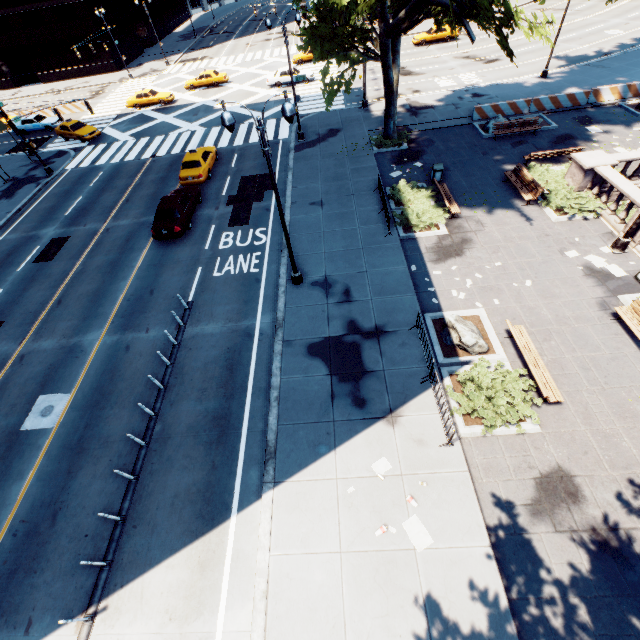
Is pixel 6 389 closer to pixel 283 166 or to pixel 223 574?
pixel 223 574

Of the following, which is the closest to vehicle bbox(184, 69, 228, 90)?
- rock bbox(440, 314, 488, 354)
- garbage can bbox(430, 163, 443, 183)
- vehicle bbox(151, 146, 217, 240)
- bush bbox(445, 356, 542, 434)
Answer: vehicle bbox(151, 146, 217, 240)

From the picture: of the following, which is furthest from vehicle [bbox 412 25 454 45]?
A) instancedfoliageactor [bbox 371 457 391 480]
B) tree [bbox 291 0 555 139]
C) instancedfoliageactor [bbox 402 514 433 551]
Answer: instancedfoliageactor [bbox 402 514 433 551]

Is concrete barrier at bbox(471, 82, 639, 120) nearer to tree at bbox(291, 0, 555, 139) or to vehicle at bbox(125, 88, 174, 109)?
tree at bbox(291, 0, 555, 139)

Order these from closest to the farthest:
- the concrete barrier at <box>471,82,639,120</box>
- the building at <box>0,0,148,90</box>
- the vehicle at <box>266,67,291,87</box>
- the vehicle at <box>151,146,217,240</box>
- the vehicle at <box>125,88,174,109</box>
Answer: the vehicle at <box>151,146,217,240</box> < the concrete barrier at <box>471,82,639,120</box> < the vehicle at <box>266,67,291,87</box> < the vehicle at <box>125,88,174,109</box> < the building at <box>0,0,148,90</box>

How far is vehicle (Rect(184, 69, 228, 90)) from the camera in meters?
37.4 m

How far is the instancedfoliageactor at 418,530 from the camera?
8.2 meters

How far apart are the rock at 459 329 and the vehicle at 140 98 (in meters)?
39.98
